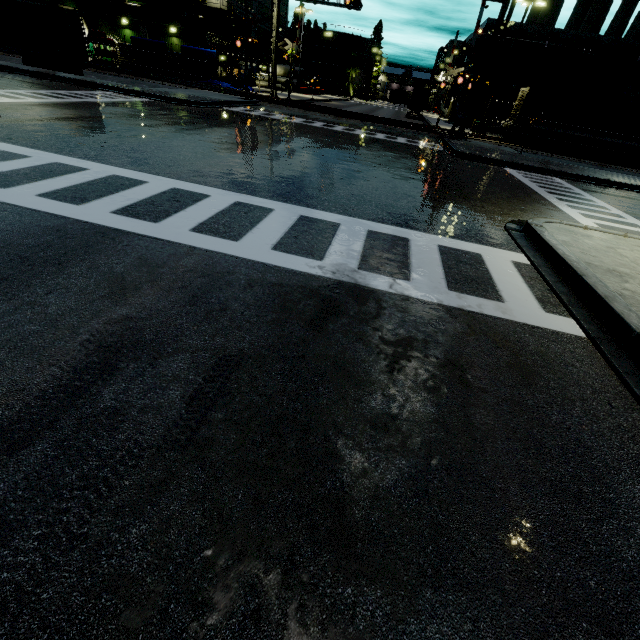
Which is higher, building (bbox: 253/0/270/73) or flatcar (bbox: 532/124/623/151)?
building (bbox: 253/0/270/73)

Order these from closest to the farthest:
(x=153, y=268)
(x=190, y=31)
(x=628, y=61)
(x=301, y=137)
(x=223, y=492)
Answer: (x=223, y=492) → (x=153, y=268) → (x=301, y=137) → (x=628, y=61) → (x=190, y=31)

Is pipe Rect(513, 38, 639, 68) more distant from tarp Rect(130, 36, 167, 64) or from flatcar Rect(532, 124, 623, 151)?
tarp Rect(130, 36, 167, 64)

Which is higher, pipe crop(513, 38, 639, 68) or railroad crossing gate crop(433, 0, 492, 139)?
pipe crop(513, 38, 639, 68)

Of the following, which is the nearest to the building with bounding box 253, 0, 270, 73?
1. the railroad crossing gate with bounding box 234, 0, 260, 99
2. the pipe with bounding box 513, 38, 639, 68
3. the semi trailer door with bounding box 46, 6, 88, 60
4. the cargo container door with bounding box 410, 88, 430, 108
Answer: the pipe with bounding box 513, 38, 639, 68

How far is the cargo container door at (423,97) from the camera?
42.2m

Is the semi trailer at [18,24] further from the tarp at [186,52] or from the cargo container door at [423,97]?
the cargo container door at [423,97]

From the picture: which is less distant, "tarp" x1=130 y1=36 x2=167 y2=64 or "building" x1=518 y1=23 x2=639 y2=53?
"tarp" x1=130 y1=36 x2=167 y2=64
